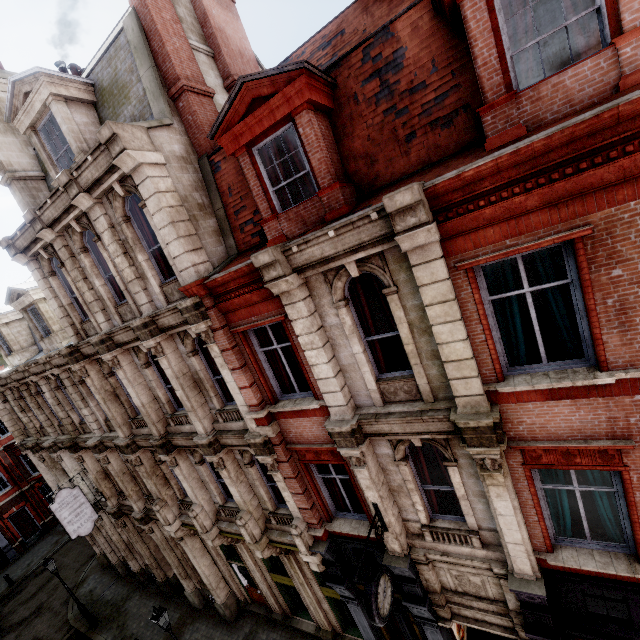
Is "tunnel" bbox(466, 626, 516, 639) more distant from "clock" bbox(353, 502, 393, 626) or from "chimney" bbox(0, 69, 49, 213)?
"chimney" bbox(0, 69, 49, 213)

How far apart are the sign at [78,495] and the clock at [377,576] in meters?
14.8

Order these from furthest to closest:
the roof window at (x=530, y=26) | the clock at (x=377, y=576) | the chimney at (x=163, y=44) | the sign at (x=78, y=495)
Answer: the sign at (x=78, y=495)
the chimney at (x=163, y=44)
the clock at (x=377, y=576)
the roof window at (x=530, y=26)

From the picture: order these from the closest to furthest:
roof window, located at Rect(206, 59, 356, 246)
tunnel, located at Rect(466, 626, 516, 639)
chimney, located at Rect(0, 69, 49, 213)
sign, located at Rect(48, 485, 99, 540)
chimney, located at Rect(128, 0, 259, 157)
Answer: roof window, located at Rect(206, 59, 356, 246) < chimney, located at Rect(128, 0, 259, 157) < tunnel, located at Rect(466, 626, 516, 639) < chimney, located at Rect(0, 69, 49, 213) < sign, located at Rect(48, 485, 99, 540)

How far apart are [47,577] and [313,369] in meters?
29.9 m

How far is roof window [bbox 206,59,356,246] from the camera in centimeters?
595cm

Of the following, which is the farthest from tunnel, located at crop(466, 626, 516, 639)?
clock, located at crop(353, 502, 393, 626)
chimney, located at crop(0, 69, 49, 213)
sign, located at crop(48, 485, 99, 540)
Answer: chimney, located at crop(0, 69, 49, 213)

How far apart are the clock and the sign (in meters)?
14.78
